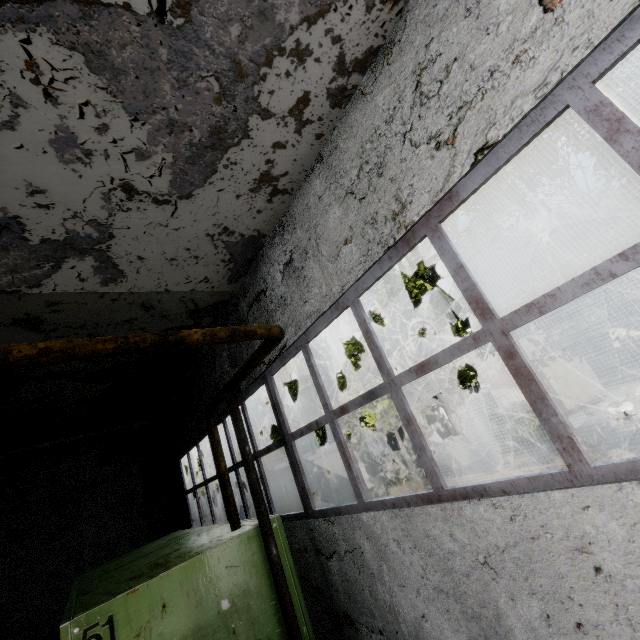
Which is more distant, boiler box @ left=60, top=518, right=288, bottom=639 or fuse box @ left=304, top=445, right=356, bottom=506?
fuse box @ left=304, top=445, right=356, bottom=506

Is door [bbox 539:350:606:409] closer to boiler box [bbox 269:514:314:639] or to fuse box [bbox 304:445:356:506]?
fuse box [bbox 304:445:356:506]

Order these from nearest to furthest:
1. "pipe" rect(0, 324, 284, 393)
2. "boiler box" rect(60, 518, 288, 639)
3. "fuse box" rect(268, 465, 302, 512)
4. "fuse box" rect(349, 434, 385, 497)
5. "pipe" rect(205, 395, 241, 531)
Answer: "pipe" rect(0, 324, 284, 393) < "boiler box" rect(60, 518, 288, 639) < "pipe" rect(205, 395, 241, 531) < "fuse box" rect(268, 465, 302, 512) < "fuse box" rect(349, 434, 385, 497)

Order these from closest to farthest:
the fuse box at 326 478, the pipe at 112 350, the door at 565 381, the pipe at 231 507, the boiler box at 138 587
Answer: the pipe at 112 350 < the boiler box at 138 587 < the pipe at 231 507 < the fuse box at 326 478 < the door at 565 381

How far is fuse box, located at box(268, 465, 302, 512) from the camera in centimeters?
1372cm

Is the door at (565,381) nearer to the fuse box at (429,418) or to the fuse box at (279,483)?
the fuse box at (429,418)

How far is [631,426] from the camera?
12.9 meters
